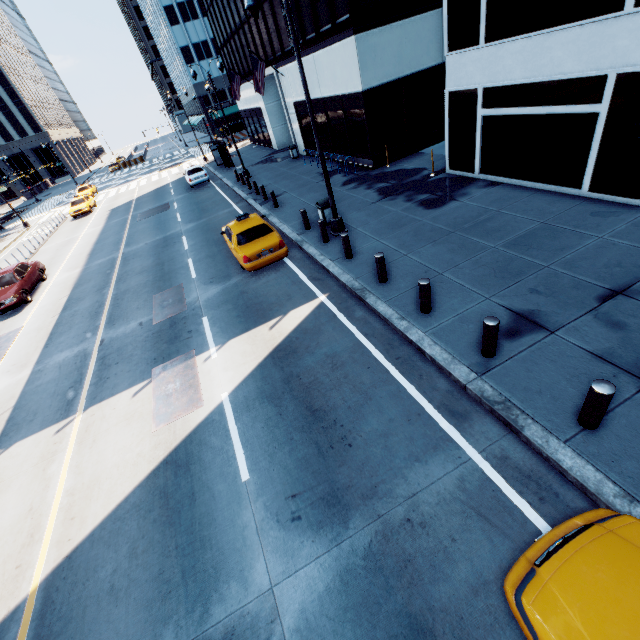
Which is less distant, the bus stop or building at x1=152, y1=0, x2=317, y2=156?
building at x1=152, y1=0, x2=317, y2=156

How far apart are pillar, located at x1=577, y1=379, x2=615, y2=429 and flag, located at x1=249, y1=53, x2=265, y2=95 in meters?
26.7

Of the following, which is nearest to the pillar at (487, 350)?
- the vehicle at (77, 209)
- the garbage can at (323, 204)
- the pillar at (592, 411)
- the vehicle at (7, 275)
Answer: the pillar at (592, 411)

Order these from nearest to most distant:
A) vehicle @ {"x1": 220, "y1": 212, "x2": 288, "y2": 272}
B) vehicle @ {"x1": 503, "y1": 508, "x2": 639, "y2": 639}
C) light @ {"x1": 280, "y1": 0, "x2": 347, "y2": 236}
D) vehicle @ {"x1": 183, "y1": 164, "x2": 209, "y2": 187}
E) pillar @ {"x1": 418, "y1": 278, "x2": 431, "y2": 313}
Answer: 1. vehicle @ {"x1": 503, "y1": 508, "x2": 639, "y2": 639}
2. pillar @ {"x1": 418, "y1": 278, "x2": 431, "y2": 313}
3. light @ {"x1": 280, "y1": 0, "x2": 347, "y2": 236}
4. vehicle @ {"x1": 220, "y1": 212, "x2": 288, "y2": 272}
5. vehicle @ {"x1": 183, "y1": 164, "x2": 209, "y2": 187}

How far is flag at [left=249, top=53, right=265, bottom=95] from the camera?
22.2 meters

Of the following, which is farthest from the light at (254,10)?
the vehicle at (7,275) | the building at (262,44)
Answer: the vehicle at (7,275)

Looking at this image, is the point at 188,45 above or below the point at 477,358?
above

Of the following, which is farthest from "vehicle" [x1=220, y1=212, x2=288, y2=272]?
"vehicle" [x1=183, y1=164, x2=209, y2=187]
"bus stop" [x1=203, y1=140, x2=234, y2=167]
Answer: "bus stop" [x1=203, y1=140, x2=234, y2=167]
